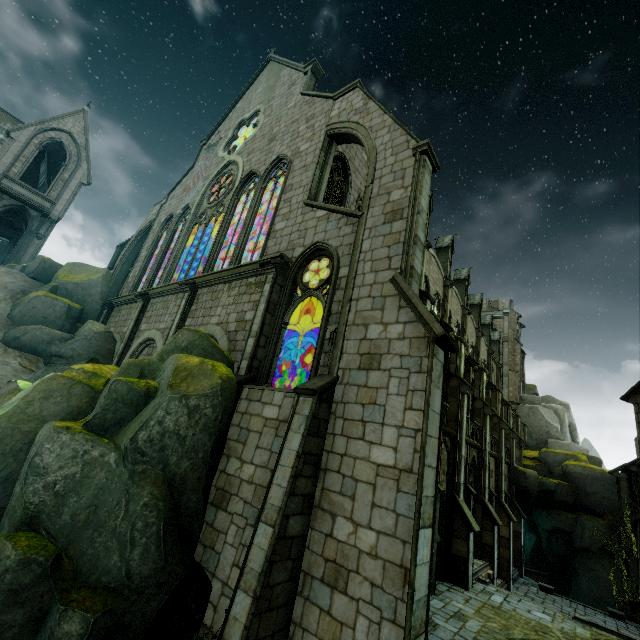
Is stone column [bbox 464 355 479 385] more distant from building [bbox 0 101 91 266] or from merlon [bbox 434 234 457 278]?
merlon [bbox 434 234 457 278]

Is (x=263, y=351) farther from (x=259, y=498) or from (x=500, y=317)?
(x=500, y=317)

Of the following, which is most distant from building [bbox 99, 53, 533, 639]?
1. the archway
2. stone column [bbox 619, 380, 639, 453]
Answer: stone column [bbox 619, 380, 639, 453]

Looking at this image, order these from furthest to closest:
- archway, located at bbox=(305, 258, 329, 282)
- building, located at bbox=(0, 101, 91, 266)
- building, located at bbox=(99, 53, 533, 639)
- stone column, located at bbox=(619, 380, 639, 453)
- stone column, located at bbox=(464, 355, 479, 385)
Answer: building, located at bbox=(0, 101, 91, 266) < stone column, located at bbox=(464, 355, 479, 385) < archway, located at bbox=(305, 258, 329, 282) < stone column, located at bbox=(619, 380, 639, 453) < building, located at bbox=(99, 53, 533, 639)

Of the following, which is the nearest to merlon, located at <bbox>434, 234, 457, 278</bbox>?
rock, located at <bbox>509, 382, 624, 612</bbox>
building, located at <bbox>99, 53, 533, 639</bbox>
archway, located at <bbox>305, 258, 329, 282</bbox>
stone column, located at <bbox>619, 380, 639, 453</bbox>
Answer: building, located at <bbox>99, 53, 533, 639</bbox>

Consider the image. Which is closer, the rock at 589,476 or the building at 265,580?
the building at 265,580

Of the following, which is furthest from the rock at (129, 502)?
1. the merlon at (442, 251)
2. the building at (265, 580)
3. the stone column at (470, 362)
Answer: the merlon at (442, 251)

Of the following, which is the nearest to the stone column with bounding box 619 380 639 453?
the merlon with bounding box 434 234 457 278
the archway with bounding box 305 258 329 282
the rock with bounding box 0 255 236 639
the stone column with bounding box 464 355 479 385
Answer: the archway with bounding box 305 258 329 282
